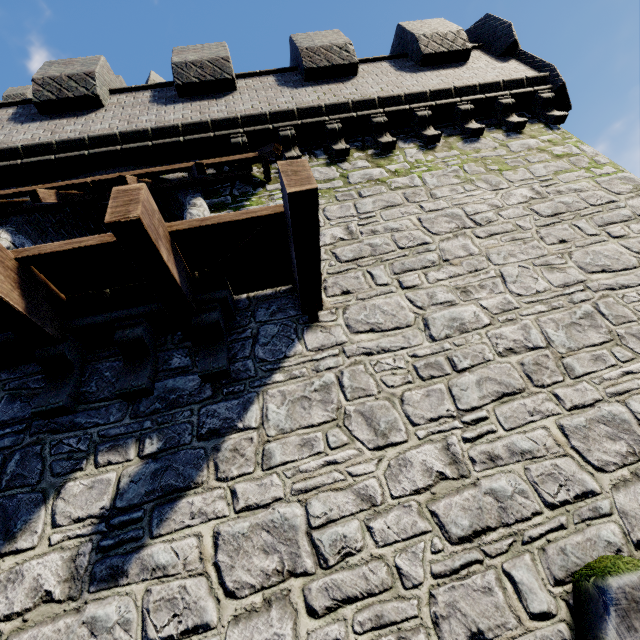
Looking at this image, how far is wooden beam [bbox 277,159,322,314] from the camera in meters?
2.9

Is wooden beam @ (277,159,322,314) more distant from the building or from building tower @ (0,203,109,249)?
the building

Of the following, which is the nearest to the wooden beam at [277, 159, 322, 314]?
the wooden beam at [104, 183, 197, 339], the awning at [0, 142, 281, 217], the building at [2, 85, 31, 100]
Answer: the wooden beam at [104, 183, 197, 339]

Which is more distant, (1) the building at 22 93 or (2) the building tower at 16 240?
(1) the building at 22 93

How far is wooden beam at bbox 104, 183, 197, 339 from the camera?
2.7 meters

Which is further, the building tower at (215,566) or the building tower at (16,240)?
the building tower at (16,240)

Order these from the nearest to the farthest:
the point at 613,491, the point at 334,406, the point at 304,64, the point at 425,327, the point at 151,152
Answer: the point at 613,491, the point at 334,406, the point at 425,327, the point at 151,152, the point at 304,64

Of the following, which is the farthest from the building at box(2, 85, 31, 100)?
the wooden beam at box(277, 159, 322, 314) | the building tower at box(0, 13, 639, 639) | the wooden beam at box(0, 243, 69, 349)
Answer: the wooden beam at box(277, 159, 322, 314)
